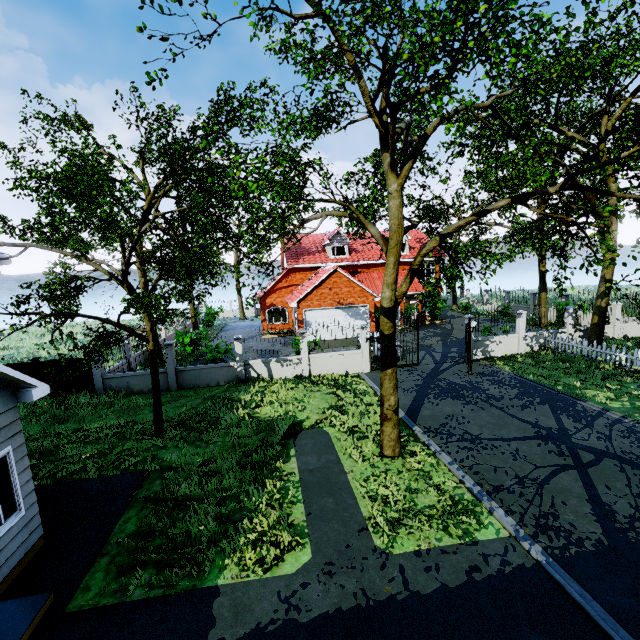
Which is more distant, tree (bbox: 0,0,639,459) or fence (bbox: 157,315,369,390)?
fence (bbox: 157,315,369,390)

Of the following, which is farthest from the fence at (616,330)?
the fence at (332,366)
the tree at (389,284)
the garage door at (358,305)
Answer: the garage door at (358,305)

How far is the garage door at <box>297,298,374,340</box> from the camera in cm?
2425

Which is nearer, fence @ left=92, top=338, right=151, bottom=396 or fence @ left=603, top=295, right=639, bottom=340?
fence @ left=92, top=338, right=151, bottom=396

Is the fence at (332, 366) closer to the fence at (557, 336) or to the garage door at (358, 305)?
the fence at (557, 336)

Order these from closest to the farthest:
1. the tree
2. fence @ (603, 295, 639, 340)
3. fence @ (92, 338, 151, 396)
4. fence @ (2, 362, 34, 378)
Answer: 1. the tree
2. fence @ (2, 362, 34, 378)
3. fence @ (92, 338, 151, 396)
4. fence @ (603, 295, 639, 340)

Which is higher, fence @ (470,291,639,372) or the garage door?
the garage door

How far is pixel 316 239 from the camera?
32.94m
